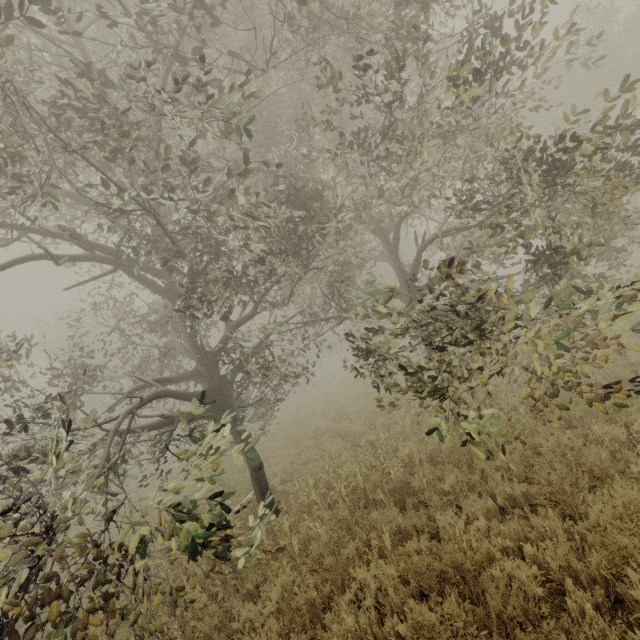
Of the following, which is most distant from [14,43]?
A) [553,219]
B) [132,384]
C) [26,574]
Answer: [132,384]
